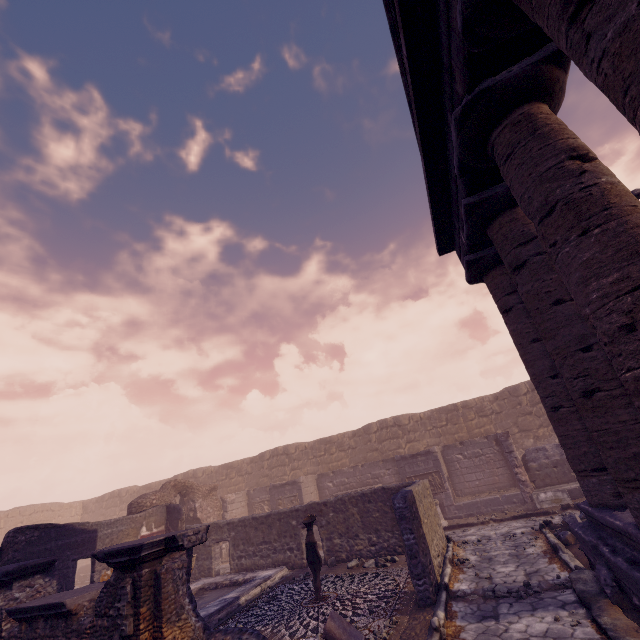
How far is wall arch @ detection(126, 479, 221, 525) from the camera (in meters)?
14.07

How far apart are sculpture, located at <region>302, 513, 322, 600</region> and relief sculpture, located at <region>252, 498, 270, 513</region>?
11.0m

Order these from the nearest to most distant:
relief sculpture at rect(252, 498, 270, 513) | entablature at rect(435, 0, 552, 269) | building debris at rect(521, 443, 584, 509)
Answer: entablature at rect(435, 0, 552, 269) → building debris at rect(521, 443, 584, 509) → relief sculpture at rect(252, 498, 270, 513)

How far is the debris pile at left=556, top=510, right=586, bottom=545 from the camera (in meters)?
7.71

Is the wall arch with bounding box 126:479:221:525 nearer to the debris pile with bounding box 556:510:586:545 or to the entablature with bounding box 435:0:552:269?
the debris pile with bounding box 556:510:586:545

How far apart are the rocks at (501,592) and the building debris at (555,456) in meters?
7.4

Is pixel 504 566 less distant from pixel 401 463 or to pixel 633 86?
pixel 401 463

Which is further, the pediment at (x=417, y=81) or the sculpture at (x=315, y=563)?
the sculpture at (x=315, y=563)
